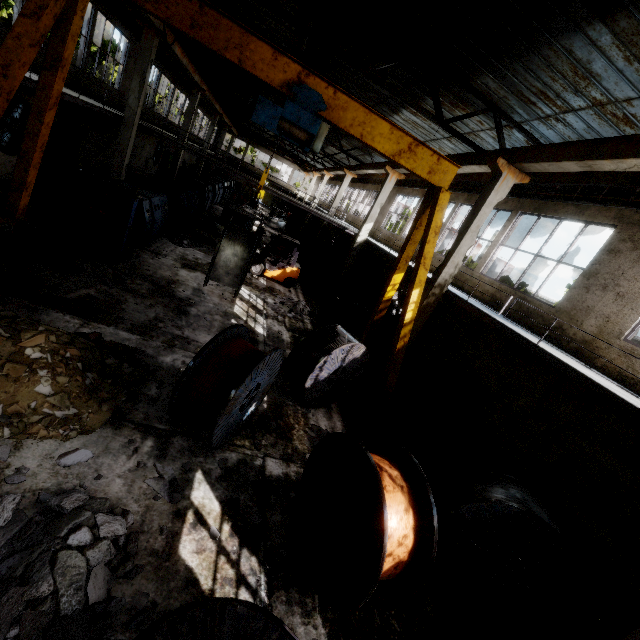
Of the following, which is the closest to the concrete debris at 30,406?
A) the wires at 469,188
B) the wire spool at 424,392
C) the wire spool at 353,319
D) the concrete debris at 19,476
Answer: the concrete debris at 19,476

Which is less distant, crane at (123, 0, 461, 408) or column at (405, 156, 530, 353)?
crane at (123, 0, 461, 408)

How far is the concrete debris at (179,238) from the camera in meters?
15.4 m

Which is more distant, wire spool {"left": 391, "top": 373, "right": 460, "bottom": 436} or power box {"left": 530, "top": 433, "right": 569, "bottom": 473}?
wire spool {"left": 391, "top": 373, "right": 460, "bottom": 436}

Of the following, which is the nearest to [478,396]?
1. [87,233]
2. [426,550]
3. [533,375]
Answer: [533,375]

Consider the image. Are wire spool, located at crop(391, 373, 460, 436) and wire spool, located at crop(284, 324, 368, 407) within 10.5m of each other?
yes

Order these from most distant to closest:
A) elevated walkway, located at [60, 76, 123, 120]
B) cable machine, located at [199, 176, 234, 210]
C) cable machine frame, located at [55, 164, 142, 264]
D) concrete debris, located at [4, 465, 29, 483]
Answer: cable machine, located at [199, 176, 234, 210] → elevated walkway, located at [60, 76, 123, 120] → cable machine frame, located at [55, 164, 142, 264] → concrete debris, located at [4, 465, 29, 483]

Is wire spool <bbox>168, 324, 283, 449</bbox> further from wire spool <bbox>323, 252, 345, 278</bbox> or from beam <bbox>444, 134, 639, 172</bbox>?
wire spool <bbox>323, 252, 345, 278</bbox>
